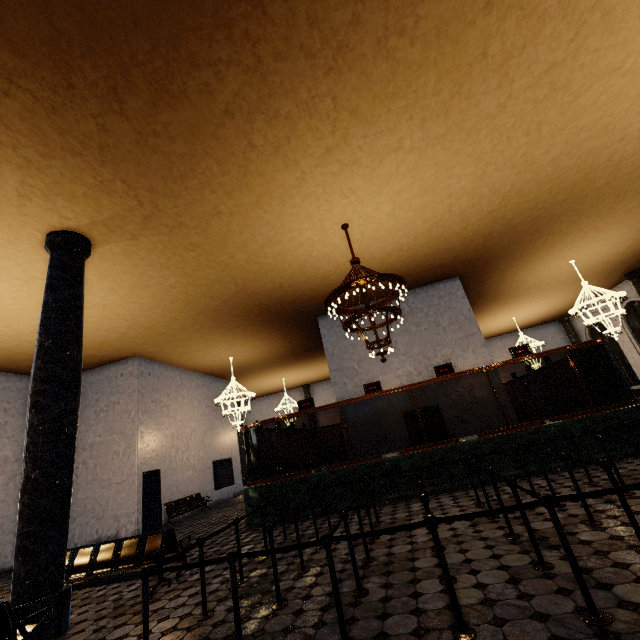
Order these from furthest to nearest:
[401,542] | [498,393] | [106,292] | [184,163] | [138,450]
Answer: [138,450] < [498,393] < [106,292] < [184,163] < [401,542]
